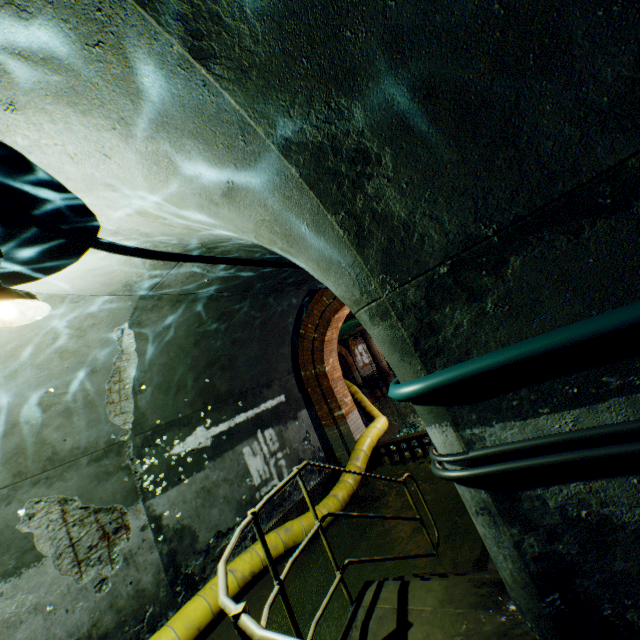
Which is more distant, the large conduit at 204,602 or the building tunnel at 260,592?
the building tunnel at 260,592

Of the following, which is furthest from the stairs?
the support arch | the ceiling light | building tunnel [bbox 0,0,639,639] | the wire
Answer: the support arch

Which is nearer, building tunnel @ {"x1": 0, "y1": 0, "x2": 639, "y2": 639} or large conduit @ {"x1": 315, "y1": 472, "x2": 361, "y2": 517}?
building tunnel @ {"x1": 0, "y1": 0, "x2": 639, "y2": 639}

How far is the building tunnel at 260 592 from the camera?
4.61m

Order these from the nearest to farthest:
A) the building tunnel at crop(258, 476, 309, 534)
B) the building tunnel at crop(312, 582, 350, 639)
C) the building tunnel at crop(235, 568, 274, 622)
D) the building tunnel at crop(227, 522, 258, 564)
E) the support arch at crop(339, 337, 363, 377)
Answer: the building tunnel at crop(312, 582, 350, 639) → the building tunnel at crop(235, 568, 274, 622) → the building tunnel at crop(227, 522, 258, 564) → the building tunnel at crop(258, 476, 309, 534) → the support arch at crop(339, 337, 363, 377)

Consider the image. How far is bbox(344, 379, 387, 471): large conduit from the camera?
7.21m

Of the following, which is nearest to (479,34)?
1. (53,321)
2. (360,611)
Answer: (360,611)

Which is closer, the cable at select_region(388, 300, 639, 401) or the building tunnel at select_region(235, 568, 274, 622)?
the cable at select_region(388, 300, 639, 401)
